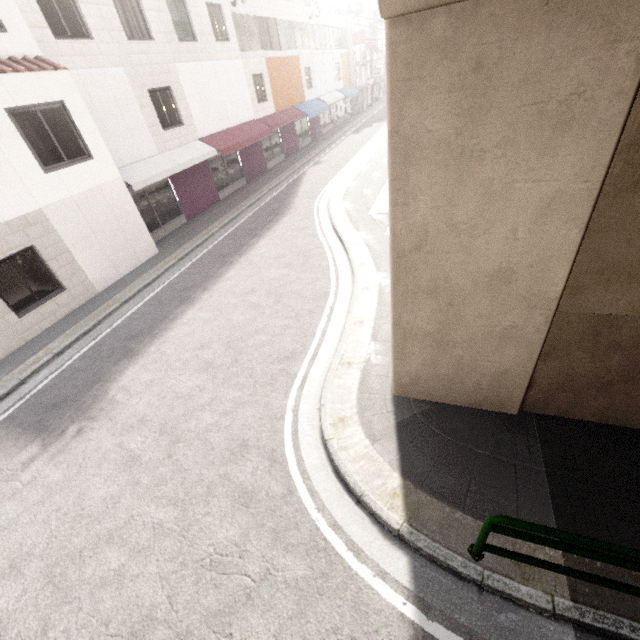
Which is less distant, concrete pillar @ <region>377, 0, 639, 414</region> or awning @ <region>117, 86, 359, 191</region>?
concrete pillar @ <region>377, 0, 639, 414</region>

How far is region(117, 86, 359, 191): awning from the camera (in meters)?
12.48

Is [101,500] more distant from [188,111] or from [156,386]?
[188,111]

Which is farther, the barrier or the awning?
the awning

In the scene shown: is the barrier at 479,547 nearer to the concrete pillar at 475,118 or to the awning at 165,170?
the concrete pillar at 475,118

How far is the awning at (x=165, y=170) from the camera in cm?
1248

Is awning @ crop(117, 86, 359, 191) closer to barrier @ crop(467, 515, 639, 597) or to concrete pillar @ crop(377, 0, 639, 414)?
concrete pillar @ crop(377, 0, 639, 414)

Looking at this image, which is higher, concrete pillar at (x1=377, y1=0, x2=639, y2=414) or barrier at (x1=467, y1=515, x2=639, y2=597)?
concrete pillar at (x1=377, y1=0, x2=639, y2=414)
